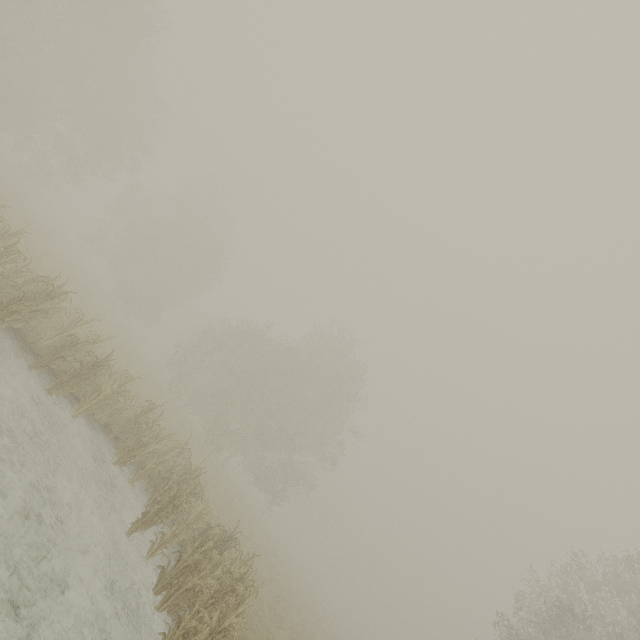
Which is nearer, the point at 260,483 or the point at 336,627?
the point at 260,483
